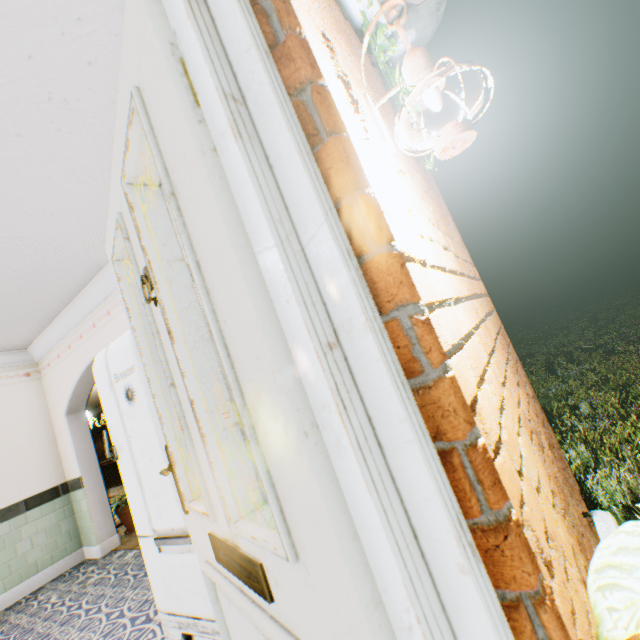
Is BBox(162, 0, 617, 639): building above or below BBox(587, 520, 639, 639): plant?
above

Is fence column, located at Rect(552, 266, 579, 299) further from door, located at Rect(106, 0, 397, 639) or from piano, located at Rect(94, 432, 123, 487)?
door, located at Rect(106, 0, 397, 639)

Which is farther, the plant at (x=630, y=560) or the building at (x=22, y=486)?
the building at (x=22, y=486)

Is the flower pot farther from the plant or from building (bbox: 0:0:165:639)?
the plant

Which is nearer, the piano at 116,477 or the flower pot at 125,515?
the flower pot at 125,515

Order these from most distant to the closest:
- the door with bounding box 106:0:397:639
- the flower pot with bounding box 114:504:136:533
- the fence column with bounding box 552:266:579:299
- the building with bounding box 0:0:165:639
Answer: the fence column with bounding box 552:266:579:299
the flower pot with bounding box 114:504:136:533
the building with bounding box 0:0:165:639
the door with bounding box 106:0:397:639

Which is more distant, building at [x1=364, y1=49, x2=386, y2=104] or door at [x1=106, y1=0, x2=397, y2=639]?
building at [x1=364, y1=49, x2=386, y2=104]

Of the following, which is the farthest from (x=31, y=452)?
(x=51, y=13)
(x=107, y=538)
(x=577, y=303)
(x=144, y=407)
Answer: (x=577, y=303)
